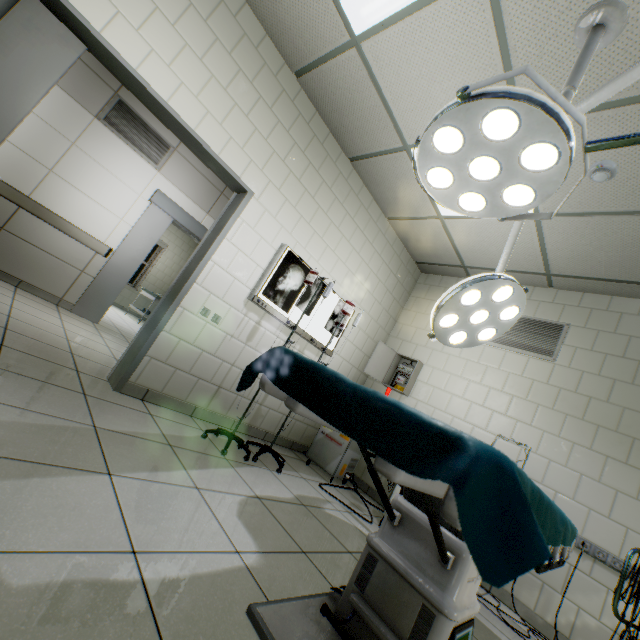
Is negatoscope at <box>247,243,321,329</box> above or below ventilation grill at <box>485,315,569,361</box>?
below

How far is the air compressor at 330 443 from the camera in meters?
3.6

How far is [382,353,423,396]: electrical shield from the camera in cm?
434

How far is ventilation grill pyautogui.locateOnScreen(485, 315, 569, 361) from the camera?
3.62m

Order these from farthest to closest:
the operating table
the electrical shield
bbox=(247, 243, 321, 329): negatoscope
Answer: the electrical shield → bbox=(247, 243, 321, 329): negatoscope → the operating table

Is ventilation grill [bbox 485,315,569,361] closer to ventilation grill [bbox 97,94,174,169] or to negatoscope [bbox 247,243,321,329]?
negatoscope [bbox 247,243,321,329]

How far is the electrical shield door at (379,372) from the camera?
4.4m

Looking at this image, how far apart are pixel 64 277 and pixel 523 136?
5.82m
